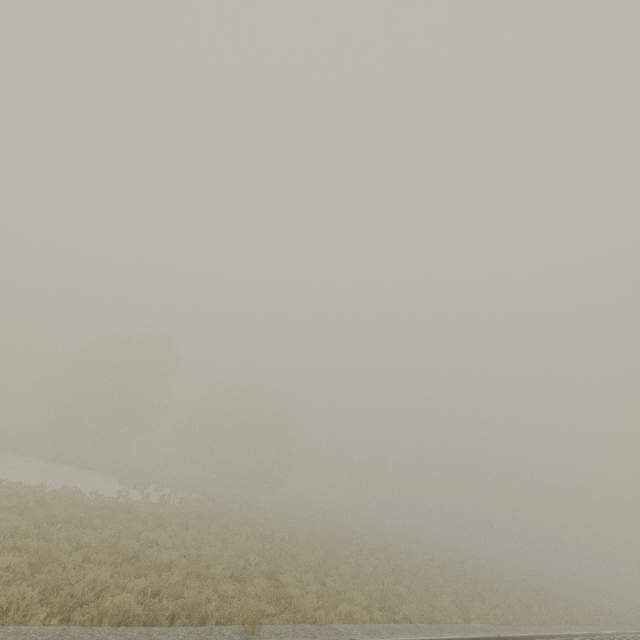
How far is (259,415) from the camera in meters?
55.2
